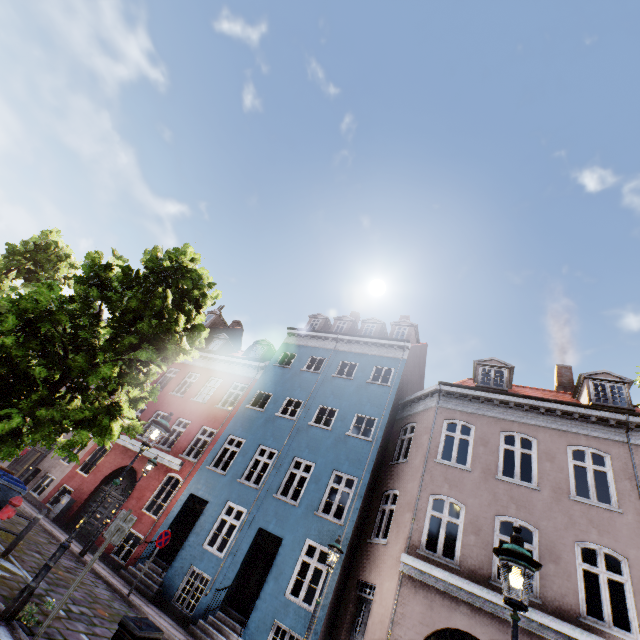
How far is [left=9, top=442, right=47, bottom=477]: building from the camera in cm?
1916

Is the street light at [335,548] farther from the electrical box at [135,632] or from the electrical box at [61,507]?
the electrical box at [61,507]

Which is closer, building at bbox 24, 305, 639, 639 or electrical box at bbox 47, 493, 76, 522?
building at bbox 24, 305, 639, 639

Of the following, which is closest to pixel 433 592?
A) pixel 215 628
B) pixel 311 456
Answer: pixel 311 456

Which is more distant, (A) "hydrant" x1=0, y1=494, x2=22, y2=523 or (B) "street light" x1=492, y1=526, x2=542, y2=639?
(A) "hydrant" x1=0, y1=494, x2=22, y2=523

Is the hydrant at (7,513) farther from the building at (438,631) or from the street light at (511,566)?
the street light at (511,566)

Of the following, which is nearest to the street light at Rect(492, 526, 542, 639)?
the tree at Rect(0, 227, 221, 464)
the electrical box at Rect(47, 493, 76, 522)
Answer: the tree at Rect(0, 227, 221, 464)

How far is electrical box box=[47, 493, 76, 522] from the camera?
15.3m
